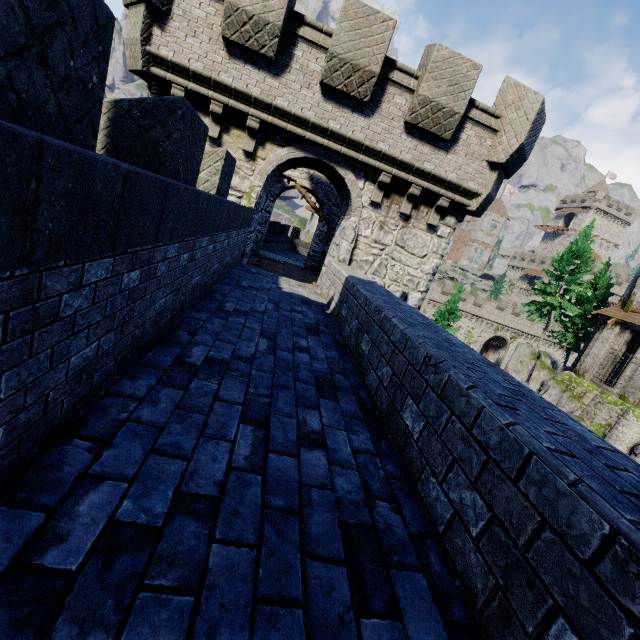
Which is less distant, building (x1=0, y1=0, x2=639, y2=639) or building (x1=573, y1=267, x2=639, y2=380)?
building (x1=0, y1=0, x2=639, y2=639)

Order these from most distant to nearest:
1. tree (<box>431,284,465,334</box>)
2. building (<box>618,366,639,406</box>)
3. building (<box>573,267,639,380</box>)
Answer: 1. tree (<box>431,284,465,334</box>)
2. building (<box>573,267,639,380</box>)
3. building (<box>618,366,639,406</box>)

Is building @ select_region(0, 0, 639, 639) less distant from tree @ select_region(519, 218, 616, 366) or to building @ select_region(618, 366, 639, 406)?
tree @ select_region(519, 218, 616, 366)

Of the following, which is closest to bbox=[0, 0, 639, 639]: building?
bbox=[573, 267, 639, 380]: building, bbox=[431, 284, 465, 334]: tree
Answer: bbox=[431, 284, 465, 334]: tree

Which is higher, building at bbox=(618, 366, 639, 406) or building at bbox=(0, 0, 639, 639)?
building at bbox=(0, 0, 639, 639)

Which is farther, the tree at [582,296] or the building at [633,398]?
the tree at [582,296]

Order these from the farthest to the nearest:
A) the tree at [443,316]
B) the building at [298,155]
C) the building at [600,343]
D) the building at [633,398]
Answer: the tree at [443,316], the building at [600,343], the building at [633,398], the building at [298,155]

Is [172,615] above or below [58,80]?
below
